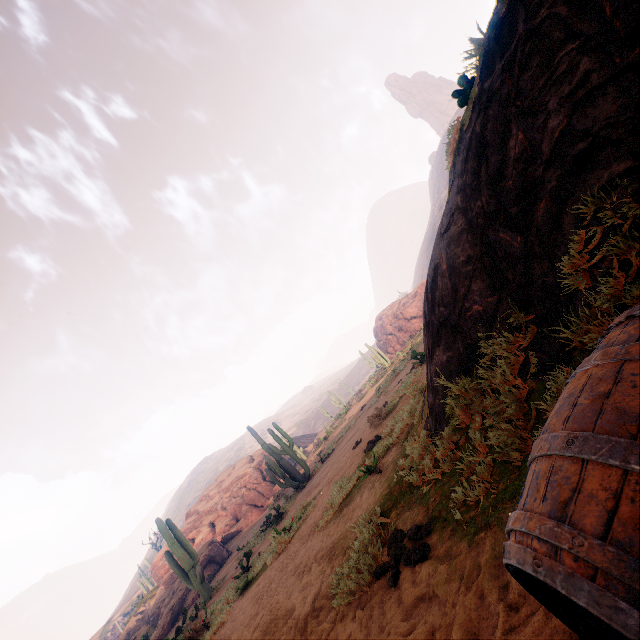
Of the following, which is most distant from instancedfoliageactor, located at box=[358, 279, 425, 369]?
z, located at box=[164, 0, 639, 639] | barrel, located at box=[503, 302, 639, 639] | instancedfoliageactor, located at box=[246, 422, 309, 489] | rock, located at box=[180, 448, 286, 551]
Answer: barrel, located at box=[503, 302, 639, 639]

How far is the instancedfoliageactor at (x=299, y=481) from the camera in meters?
14.7

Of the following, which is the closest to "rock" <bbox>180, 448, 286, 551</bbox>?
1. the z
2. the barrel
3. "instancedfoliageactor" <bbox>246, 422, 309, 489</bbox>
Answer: "instancedfoliageactor" <bbox>246, 422, 309, 489</bbox>

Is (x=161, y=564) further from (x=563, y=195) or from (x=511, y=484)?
(x=563, y=195)

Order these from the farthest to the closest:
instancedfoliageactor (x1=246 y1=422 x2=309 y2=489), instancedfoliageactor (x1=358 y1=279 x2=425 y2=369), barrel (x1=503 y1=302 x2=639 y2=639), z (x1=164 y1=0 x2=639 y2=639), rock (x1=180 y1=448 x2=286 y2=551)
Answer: instancedfoliageactor (x1=358 y1=279 x2=425 y2=369) < rock (x1=180 y1=448 x2=286 y2=551) < instancedfoliageactor (x1=246 y1=422 x2=309 y2=489) < z (x1=164 y1=0 x2=639 y2=639) < barrel (x1=503 y1=302 x2=639 y2=639)

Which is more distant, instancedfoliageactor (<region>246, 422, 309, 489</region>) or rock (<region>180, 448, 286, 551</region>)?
rock (<region>180, 448, 286, 551</region>)

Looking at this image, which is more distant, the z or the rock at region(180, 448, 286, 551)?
the rock at region(180, 448, 286, 551)

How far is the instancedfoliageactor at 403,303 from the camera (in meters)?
28.94
